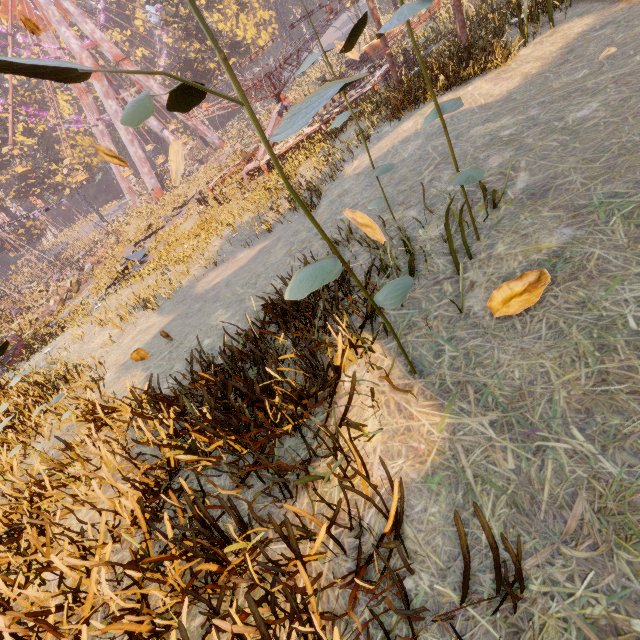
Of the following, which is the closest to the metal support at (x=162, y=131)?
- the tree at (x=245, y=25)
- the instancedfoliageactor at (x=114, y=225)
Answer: the instancedfoliageactor at (x=114, y=225)

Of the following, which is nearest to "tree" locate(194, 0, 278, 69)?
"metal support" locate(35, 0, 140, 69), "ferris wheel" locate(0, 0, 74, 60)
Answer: "metal support" locate(35, 0, 140, 69)

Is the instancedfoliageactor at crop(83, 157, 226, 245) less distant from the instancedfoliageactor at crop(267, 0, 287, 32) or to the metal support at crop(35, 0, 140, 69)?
the metal support at crop(35, 0, 140, 69)

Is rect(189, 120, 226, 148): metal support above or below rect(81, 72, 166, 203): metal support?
below

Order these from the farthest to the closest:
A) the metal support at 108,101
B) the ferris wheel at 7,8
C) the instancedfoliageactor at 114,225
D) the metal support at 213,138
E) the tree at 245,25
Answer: the metal support at 213,138 → the metal support at 108,101 → the tree at 245,25 → the ferris wheel at 7,8 → the instancedfoliageactor at 114,225

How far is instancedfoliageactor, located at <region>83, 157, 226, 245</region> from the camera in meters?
28.0 m

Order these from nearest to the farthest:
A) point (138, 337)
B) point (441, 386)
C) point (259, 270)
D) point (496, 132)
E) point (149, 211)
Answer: point (441, 386), point (496, 132), point (259, 270), point (138, 337), point (149, 211)

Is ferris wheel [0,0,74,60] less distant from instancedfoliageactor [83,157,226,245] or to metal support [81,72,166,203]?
metal support [81,72,166,203]
